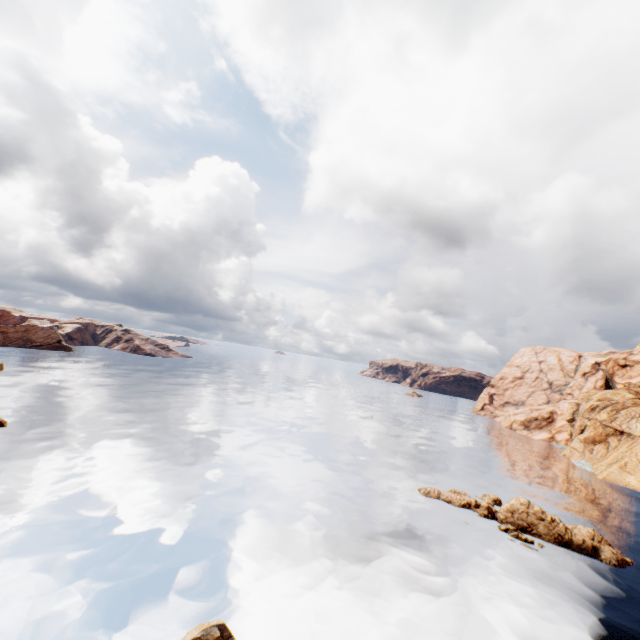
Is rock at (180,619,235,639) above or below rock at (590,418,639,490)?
below

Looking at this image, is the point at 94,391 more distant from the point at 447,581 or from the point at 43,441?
the point at 447,581

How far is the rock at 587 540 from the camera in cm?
2756

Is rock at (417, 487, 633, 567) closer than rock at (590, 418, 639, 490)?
Yes

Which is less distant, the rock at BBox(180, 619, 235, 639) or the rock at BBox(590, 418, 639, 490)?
the rock at BBox(180, 619, 235, 639)

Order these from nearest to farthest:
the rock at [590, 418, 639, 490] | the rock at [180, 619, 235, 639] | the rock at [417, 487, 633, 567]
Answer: the rock at [180, 619, 235, 639], the rock at [417, 487, 633, 567], the rock at [590, 418, 639, 490]

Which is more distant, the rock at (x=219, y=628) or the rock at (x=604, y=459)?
the rock at (x=604, y=459)

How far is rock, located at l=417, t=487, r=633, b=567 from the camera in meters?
27.6
